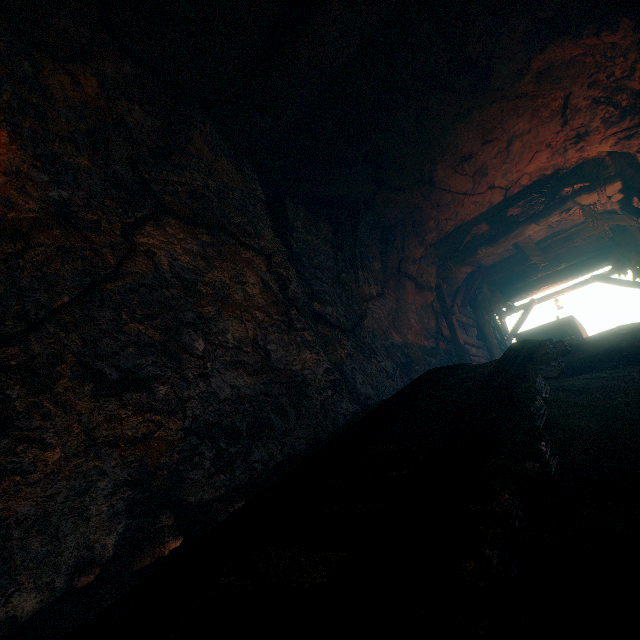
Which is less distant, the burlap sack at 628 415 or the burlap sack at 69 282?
the burlap sack at 628 415

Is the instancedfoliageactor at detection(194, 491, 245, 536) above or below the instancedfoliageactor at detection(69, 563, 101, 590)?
above

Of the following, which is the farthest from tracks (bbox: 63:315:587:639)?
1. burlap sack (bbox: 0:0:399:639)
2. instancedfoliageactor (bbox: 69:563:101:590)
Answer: instancedfoliageactor (bbox: 69:563:101:590)

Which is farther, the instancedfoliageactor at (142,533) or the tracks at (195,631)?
the instancedfoliageactor at (142,533)

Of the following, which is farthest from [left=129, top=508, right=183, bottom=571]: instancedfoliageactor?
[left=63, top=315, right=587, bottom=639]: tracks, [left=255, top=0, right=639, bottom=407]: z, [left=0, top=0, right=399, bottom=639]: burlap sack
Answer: [left=255, top=0, right=639, bottom=407]: z

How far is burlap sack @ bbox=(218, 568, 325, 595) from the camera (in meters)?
1.38

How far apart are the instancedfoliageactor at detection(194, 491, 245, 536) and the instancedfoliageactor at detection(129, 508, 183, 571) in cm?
11

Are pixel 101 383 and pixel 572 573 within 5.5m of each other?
yes
